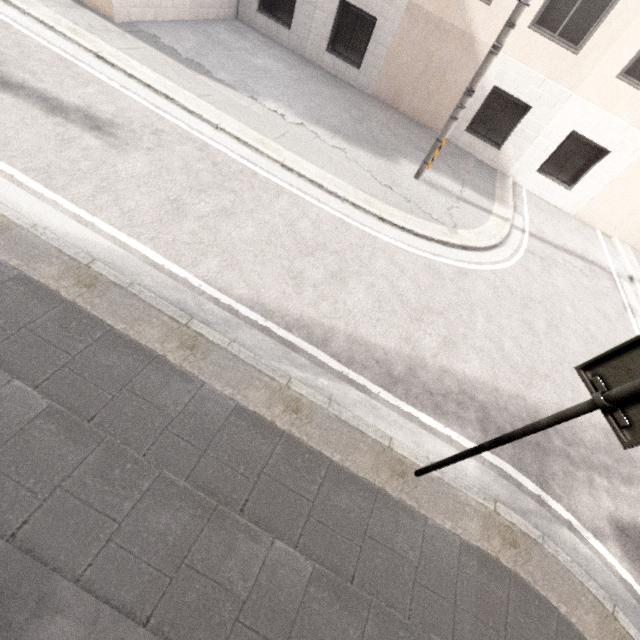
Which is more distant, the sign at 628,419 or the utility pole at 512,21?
the utility pole at 512,21

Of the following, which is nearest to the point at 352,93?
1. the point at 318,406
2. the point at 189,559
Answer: the point at 318,406

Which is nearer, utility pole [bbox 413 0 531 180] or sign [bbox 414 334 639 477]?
sign [bbox 414 334 639 477]

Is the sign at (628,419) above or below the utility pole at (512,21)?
below

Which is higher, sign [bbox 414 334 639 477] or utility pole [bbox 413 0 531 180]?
utility pole [bbox 413 0 531 180]
